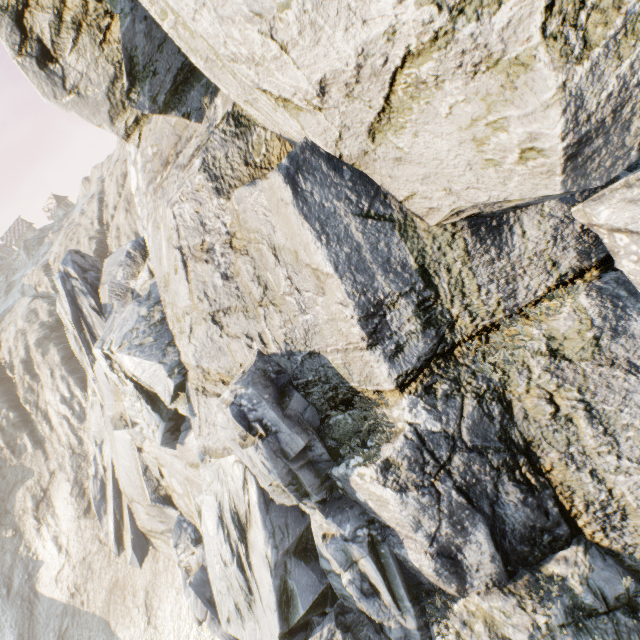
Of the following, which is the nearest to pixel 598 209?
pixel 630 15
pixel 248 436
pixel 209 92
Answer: pixel 630 15
